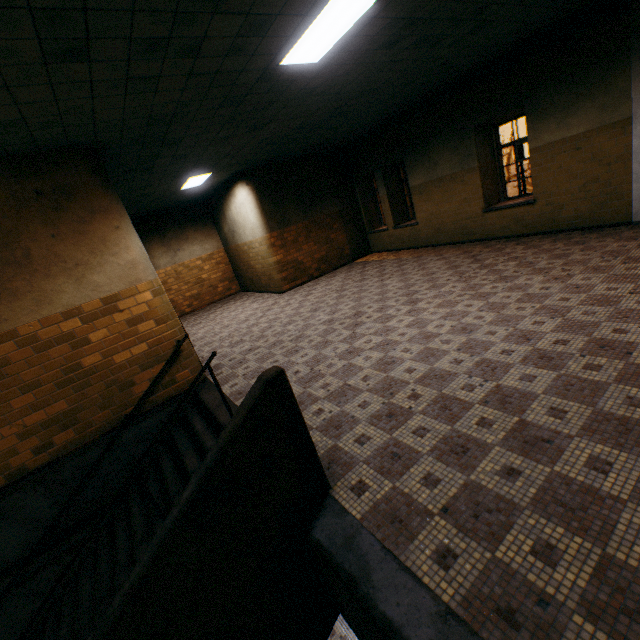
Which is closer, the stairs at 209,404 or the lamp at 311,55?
the stairs at 209,404

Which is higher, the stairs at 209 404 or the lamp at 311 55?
the lamp at 311 55

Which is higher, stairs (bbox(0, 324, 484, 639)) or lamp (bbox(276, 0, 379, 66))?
lamp (bbox(276, 0, 379, 66))

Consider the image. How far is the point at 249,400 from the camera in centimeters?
229cm

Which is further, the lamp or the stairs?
the lamp
